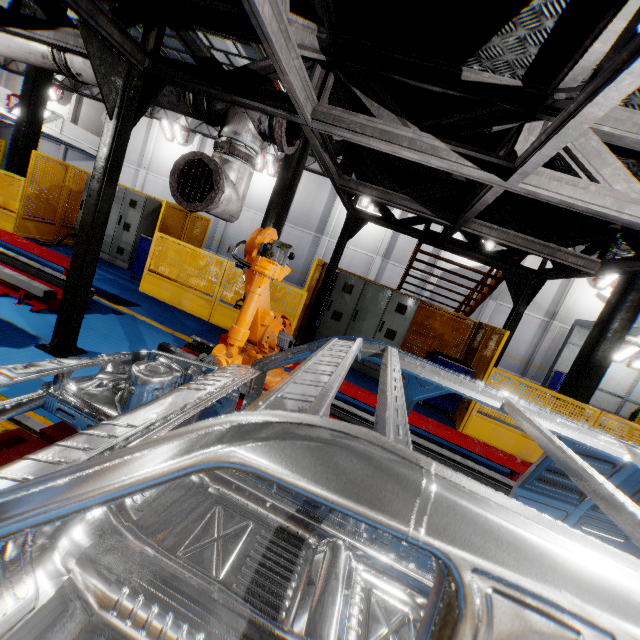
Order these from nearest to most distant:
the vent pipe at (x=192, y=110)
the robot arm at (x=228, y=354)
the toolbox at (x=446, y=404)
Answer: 1. the robot arm at (x=228, y=354)
2. the vent pipe at (x=192, y=110)
3. the toolbox at (x=446, y=404)

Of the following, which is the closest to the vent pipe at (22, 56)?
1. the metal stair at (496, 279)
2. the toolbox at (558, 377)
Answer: the metal stair at (496, 279)

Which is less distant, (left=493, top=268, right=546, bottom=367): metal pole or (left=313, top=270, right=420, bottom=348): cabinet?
(left=493, top=268, right=546, bottom=367): metal pole

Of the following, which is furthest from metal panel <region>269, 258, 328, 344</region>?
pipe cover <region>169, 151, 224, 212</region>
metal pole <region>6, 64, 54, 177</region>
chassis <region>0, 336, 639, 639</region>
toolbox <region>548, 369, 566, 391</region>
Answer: toolbox <region>548, 369, 566, 391</region>

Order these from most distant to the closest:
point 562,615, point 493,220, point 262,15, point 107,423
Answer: point 493,220 → point 262,15 → point 107,423 → point 562,615

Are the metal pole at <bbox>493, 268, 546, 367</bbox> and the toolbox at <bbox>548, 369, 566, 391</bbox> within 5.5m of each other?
no

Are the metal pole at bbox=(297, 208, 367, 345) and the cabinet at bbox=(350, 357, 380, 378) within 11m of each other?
yes

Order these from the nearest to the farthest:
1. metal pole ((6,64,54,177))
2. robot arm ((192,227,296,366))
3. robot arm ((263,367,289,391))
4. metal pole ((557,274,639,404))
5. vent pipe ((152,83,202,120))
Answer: robot arm ((192,227,296,366)), vent pipe ((152,83,202,120)), robot arm ((263,367,289,391)), metal pole ((557,274,639,404)), metal pole ((6,64,54,177))
